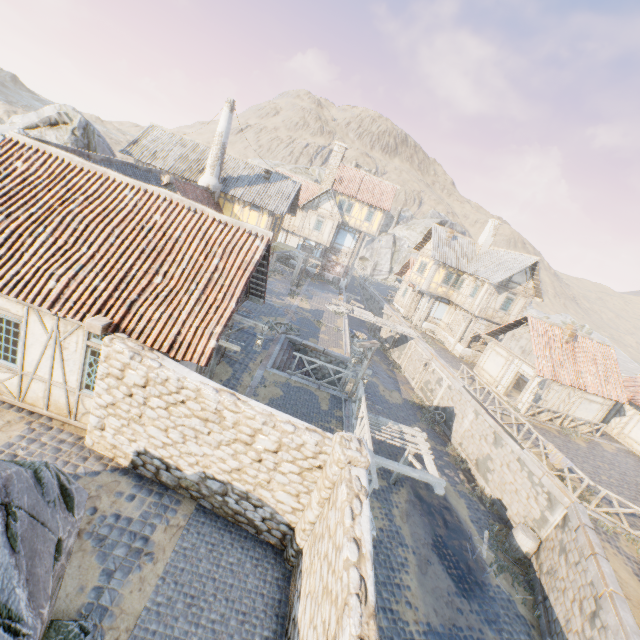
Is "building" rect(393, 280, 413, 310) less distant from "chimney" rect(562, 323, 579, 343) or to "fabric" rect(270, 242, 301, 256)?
"fabric" rect(270, 242, 301, 256)

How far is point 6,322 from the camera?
7.51m

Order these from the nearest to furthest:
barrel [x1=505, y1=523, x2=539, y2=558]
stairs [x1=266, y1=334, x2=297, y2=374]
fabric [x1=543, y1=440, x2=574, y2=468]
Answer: barrel [x1=505, y1=523, x2=539, y2=558]
fabric [x1=543, y1=440, x2=574, y2=468]
stairs [x1=266, y1=334, x2=297, y2=374]

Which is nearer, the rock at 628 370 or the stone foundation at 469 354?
the stone foundation at 469 354

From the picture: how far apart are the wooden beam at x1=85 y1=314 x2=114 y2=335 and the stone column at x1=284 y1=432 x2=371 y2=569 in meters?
5.6 m

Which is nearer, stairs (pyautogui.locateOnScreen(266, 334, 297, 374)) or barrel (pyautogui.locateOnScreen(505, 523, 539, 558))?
barrel (pyautogui.locateOnScreen(505, 523, 539, 558))

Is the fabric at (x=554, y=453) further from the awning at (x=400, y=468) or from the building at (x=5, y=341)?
the building at (x=5, y=341)

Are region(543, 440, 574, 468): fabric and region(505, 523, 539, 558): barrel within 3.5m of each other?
yes
